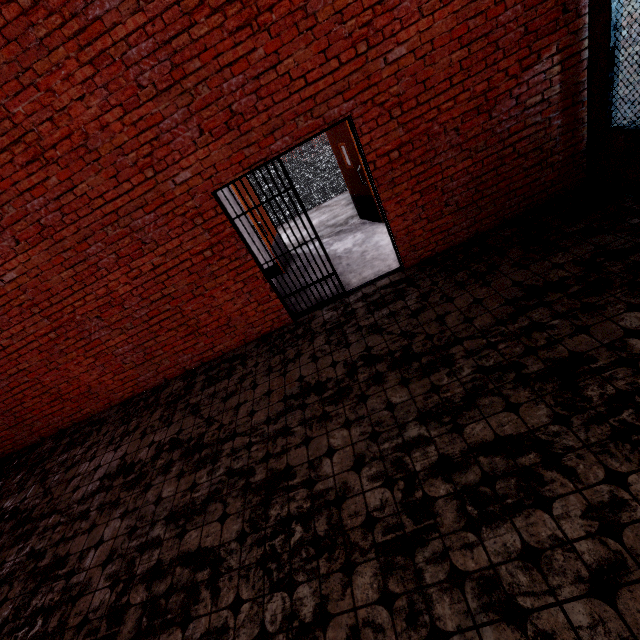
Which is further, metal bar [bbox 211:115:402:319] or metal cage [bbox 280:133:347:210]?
metal cage [bbox 280:133:347:210]

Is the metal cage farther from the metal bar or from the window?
the window

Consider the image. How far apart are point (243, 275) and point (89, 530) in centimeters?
386cm

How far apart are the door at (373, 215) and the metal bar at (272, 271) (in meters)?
2.14

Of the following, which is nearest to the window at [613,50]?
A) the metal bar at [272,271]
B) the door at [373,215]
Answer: the metal bar at [272,271]

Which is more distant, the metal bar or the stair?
the stair

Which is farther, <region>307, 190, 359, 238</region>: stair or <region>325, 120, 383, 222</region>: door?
<region>307, 190, 359, 238</region>: stair

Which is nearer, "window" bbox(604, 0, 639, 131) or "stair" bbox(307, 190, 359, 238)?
"window" bbox(604, 0, 639, 131)
